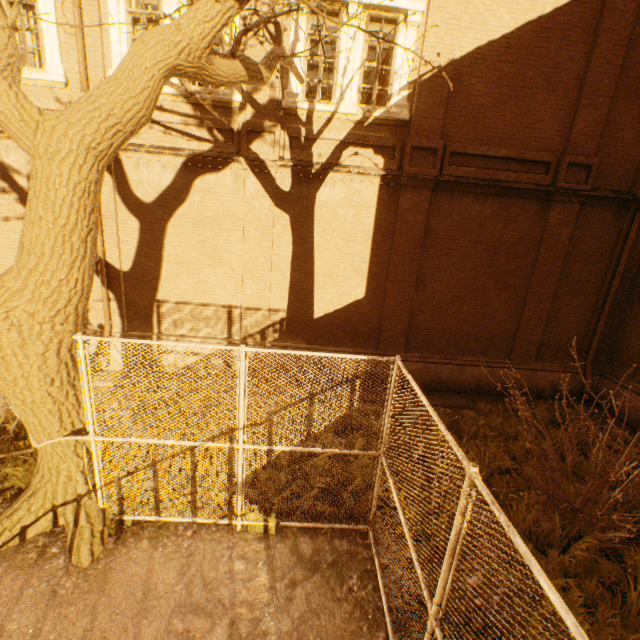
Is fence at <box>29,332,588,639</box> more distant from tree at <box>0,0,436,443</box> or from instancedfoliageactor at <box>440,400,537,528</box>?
instancedfoliageactor at <box>440,400,537,528</box>

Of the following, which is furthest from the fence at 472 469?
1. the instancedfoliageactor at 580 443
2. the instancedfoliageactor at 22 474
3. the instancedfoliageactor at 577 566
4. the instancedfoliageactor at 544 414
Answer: the instancedfoliageactor at 544 414

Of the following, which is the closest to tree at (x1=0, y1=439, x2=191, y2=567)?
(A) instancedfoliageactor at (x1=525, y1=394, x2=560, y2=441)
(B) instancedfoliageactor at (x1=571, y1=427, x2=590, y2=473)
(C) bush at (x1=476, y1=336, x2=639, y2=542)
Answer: (C) bush at (x1=476, y1=336, x2=639, y2=542)

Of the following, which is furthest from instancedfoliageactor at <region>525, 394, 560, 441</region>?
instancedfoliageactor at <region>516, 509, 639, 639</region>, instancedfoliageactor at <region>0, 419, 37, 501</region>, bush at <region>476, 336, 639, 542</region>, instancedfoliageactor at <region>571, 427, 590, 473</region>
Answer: instancedfoliageactor at <region>0, 419, 37, 501</region>

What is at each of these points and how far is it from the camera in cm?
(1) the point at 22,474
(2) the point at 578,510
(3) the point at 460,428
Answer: (1) instancedfoliageactor, 514
(2) bush, 514
(3) instancedfoliageactor, 739

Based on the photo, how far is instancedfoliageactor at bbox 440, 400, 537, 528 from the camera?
5.35m

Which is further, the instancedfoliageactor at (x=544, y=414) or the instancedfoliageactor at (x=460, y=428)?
the instancedfoliageactor at (x=544, y=414)

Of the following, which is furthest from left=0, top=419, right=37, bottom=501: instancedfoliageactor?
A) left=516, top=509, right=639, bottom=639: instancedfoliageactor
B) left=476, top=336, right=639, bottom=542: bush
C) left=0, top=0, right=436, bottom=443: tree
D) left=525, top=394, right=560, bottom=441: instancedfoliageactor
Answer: left=525, top=394, right=560, bottom=441: instancedfoliageactor
